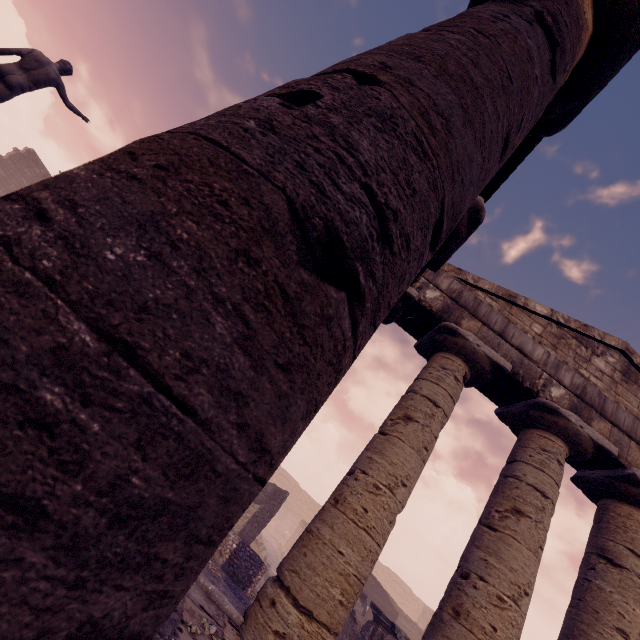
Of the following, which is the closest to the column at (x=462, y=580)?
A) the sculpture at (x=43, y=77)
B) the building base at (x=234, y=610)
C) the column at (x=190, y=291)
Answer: the building base at (x=234, y=610)

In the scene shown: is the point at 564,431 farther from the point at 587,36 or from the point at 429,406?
the point at 587,36

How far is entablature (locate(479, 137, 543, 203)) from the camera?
3.4 meters

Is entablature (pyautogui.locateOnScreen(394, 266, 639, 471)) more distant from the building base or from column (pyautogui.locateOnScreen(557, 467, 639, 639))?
the building base

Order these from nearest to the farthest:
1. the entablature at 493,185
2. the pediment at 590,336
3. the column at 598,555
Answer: the entablature at 493,185
the column at 598,555
the pediment at 590,336

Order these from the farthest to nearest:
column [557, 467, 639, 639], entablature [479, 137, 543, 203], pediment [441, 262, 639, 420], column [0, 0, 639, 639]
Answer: pediment [441, 262, 639, 420] → column [557, 467, 639, 639] → entablature [479, 137, 543, 203] → column [0, 0, 639, 639]

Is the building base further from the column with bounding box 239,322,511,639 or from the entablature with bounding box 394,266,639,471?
the entablature with bounding box 394,266,639,471

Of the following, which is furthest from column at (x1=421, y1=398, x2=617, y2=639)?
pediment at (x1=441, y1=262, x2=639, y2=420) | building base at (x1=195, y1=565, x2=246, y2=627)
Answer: pediment at (x1=441, y1=262, x2=639, y2=420)
